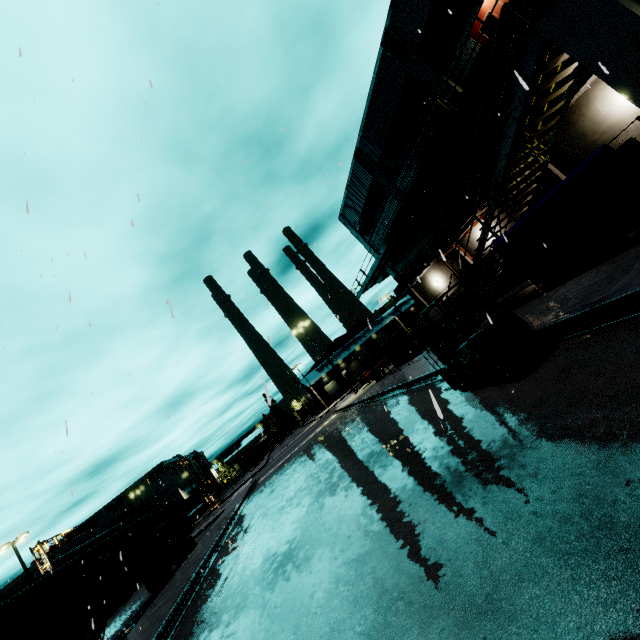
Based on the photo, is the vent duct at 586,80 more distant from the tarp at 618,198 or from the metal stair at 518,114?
the tarp at 618,198

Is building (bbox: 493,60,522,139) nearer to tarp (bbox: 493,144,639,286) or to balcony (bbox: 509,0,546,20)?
balcony (bbox: 509,0,546,20)

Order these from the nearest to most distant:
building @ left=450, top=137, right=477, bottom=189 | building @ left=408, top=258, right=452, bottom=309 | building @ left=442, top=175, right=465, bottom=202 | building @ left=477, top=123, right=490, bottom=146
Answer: building @ left=477, top=123, right=490, bottom=146 → building @ left=450, top=137, right=477, bottom=189 → building @ left=442, top=175, right=465, bottom=202 → building @ left=408, top=258, right=452, bottom=309

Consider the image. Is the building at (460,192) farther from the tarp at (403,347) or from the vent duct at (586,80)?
the tarp at (403,347)

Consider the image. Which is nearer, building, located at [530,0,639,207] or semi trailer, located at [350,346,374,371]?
building, located at [530,0,639,207]

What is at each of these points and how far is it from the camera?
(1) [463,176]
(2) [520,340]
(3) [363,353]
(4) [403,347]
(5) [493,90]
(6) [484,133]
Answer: (1) building, 19.30m
(2) forklift, 6.28m
(3) semi trailer, 55.91m
(4) tarp, 19.73m
(5) balcony, 14.88m
(6) building, 16.62m

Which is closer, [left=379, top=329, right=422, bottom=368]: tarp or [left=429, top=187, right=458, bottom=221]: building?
[left=379, top=329, right=422, bottom=368]: tarp

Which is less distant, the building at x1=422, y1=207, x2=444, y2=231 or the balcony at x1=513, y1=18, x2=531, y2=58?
the balcony at x1=513, y1=18, x2=531, y2=58
